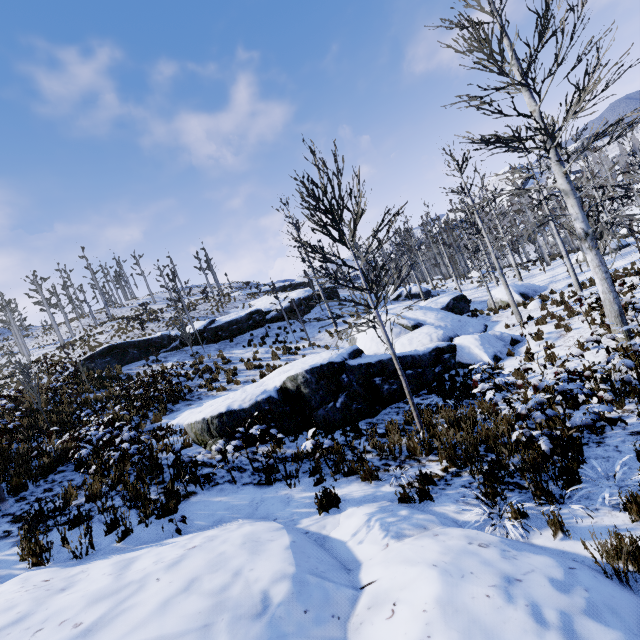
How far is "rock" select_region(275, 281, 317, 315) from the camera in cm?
2906

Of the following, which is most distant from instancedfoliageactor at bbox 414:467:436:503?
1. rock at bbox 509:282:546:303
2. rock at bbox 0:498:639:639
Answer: rock at bbox 0:498:639:639

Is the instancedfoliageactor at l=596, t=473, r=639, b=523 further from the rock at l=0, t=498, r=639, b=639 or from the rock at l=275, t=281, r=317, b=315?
the rock at l=275, t=281, r=317, b=315

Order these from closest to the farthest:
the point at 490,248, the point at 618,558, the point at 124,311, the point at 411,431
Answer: the point at 618,558
the point at 411,431
the point at 490,248
the point at 124,311

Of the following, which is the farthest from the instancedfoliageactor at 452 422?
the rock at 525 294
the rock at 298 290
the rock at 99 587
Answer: the rock at 298 290

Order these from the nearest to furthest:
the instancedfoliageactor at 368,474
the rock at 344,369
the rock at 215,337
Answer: the instancedfoliageactor at 368,474, the rock at 344,369, the rock at 215,337

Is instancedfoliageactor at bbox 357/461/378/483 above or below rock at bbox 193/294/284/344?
below

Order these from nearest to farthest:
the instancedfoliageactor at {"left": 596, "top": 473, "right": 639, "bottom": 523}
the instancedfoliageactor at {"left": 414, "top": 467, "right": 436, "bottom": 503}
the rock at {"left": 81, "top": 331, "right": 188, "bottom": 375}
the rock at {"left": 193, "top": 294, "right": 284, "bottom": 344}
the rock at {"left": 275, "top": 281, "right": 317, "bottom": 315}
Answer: the instancedfoliageactor at {"left": 596, "top": 473, "right": 639, "bottom": 523}, the instancedfoliageactor at {"left": 414, "top": 467, "right": 436, "bottom": 503}, the rock at {"left": 81, "top": 331, "right": 188, "bottom": 375}, the rock at {"left": 193, "top": 294, "right": 284, "bottom": 344}, the rock at {"left": 275, "top": 281, "right": 317, "bottom": 315}
